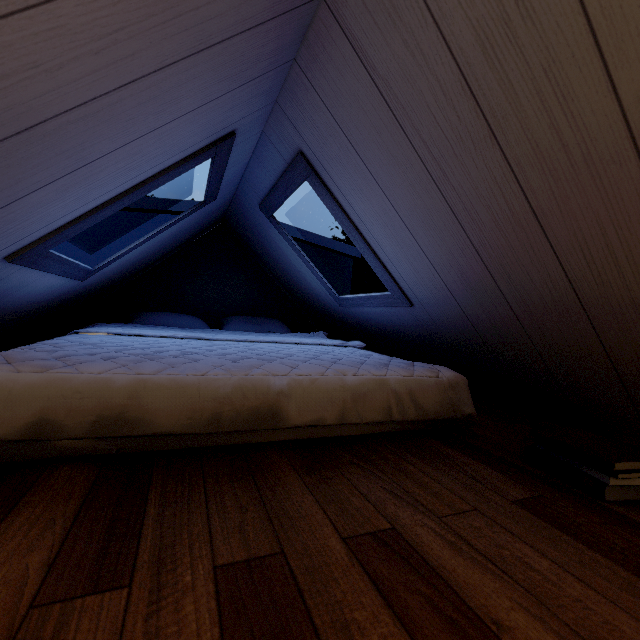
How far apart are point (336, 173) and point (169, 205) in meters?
1.9 m
